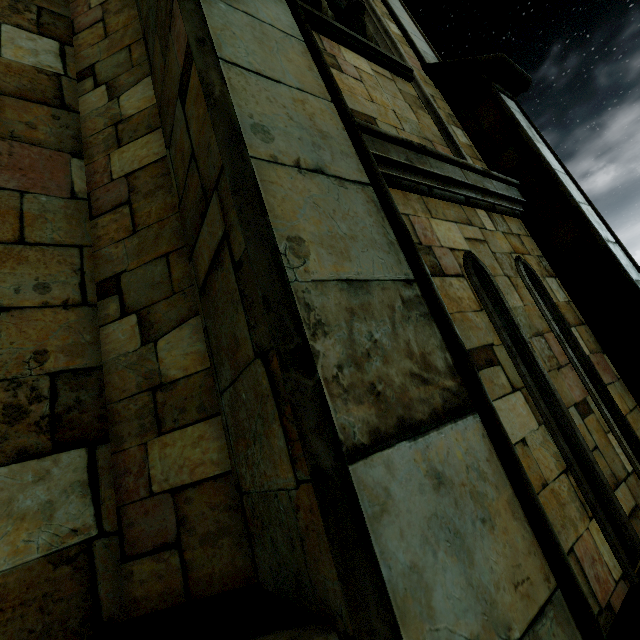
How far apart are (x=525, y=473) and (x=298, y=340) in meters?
0.9
